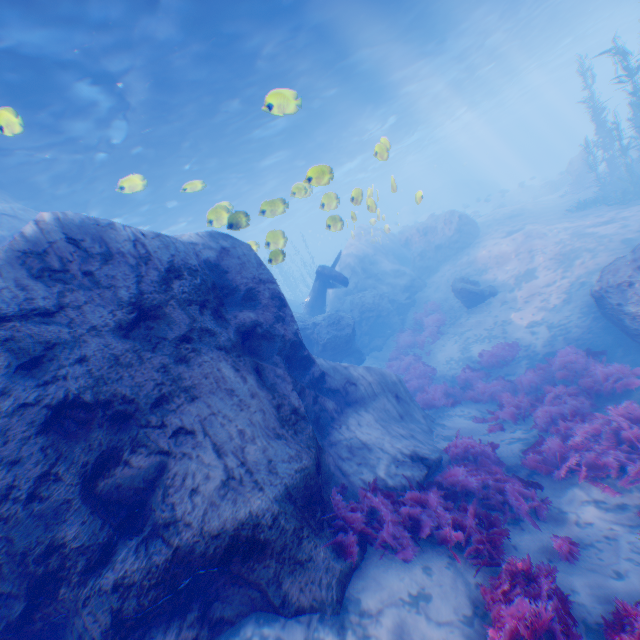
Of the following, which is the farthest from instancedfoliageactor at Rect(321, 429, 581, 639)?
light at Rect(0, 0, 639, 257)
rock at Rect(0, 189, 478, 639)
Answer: light at Rect(0, 0, 639, 257)

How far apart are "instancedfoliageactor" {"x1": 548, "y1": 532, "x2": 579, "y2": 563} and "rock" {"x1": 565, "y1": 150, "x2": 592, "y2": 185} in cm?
2993

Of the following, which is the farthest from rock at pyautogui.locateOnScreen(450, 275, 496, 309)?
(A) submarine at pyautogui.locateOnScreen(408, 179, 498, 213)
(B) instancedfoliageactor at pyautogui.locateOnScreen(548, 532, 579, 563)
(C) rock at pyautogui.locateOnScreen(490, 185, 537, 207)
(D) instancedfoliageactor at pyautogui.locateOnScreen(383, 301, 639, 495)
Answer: (C) rock at pyautogui.locateOnScreen(490, 185, 537, 207)

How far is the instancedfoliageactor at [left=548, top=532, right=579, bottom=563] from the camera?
4.71m

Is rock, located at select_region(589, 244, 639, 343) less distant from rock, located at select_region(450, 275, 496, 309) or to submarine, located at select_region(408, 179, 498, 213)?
submarine, located at select_region(408, 179, 498, 213)

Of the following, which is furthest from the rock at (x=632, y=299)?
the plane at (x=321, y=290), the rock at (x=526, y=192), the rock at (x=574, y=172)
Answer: the rock at (x=526, y=192)

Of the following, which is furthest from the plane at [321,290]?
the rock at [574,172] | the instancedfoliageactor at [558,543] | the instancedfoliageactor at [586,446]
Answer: the rock at [574,172]

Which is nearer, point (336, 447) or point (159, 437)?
point (159, 437)
